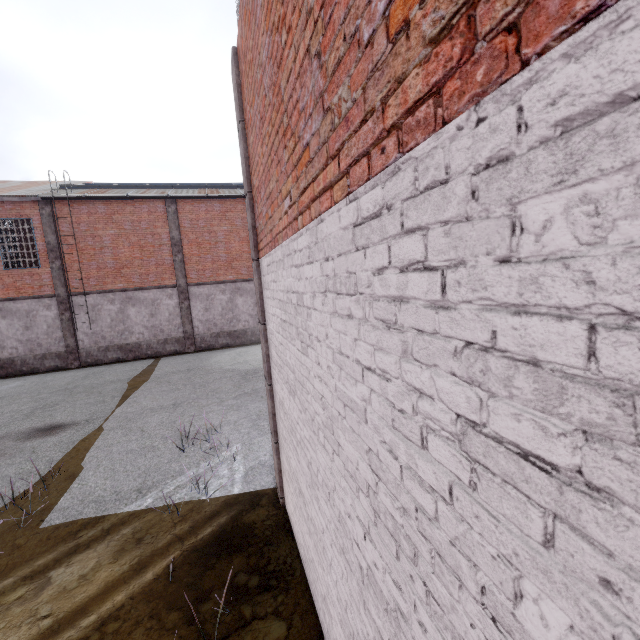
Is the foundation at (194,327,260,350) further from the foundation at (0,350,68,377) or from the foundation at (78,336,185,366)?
the foundation at (0,350,68,377)

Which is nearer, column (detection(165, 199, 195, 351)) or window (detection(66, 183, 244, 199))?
window (detection(66, 183, 244, 199))

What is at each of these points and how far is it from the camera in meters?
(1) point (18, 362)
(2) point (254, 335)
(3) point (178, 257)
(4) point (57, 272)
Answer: (1) foundation, 16.9
(2) foundation, 20.4
(3) column, 18.6
(4) column, 17.0

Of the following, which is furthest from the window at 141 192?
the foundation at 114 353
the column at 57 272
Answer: the foundation at 114 353

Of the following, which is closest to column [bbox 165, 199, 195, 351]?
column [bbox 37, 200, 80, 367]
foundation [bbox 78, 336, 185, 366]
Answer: foundation [bbox 78, 336, 185, 366]

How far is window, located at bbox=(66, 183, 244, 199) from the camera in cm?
1698

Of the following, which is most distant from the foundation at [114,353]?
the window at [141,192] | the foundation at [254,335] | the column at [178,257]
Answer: the window at [141,192]

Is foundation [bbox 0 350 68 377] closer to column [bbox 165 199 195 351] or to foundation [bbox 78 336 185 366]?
foundation [bbox 78 336 185 366]
